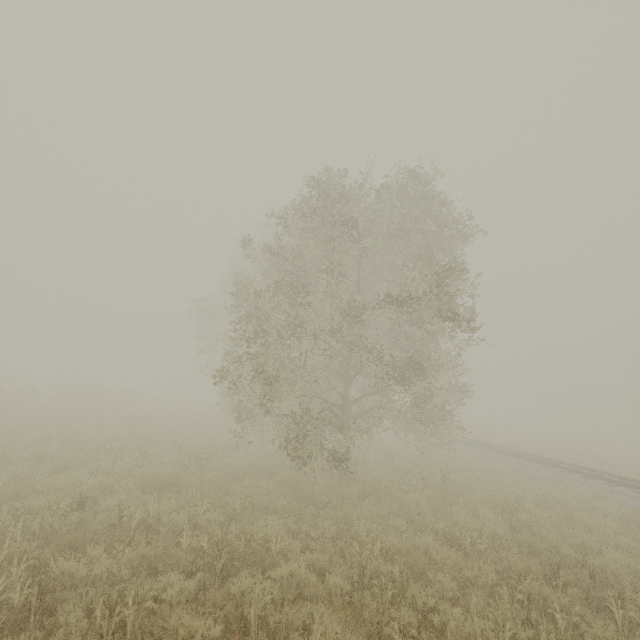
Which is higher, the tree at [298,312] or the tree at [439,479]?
the tree at [298,312]

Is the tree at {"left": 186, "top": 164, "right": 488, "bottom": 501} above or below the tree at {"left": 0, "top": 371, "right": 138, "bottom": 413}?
above

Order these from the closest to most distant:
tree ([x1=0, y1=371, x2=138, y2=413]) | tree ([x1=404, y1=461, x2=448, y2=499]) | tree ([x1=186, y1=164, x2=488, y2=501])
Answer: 1. tree ([x1=186, y1=164, x2=488, y2=501])
2. tree ([x1=404, y1=461, x2=448, y2=499])
3. tree ([x1=0, y1=371, x2=138, y2=413])

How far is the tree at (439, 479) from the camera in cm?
1110

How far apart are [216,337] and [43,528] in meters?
21.9

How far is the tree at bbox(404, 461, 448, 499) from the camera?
11.1m

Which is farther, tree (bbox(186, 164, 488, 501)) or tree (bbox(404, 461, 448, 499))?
tree (bbox(404, 461, 448, 499))
